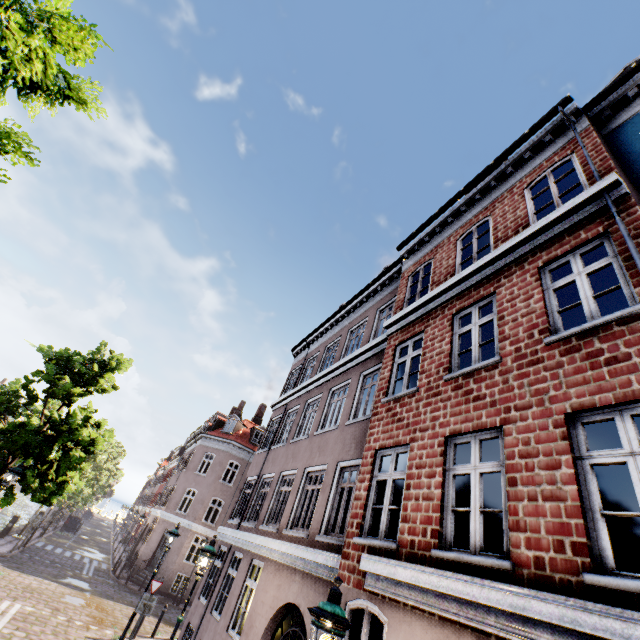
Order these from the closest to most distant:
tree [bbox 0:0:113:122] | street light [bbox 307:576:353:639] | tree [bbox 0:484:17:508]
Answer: tree [bbox 0:0:113:122], street light [bbox 307:576:353:639], tree [bbox 0:484:17:508]

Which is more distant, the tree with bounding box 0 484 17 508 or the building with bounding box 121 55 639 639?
the tree with bounding box 0 484 17 508

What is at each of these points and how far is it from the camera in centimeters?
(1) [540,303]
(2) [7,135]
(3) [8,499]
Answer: (1) building, 552cm
(2) tree, 286cm
(3) tree, 1160cm

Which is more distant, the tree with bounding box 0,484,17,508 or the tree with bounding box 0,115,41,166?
the tree with bounding box 0,484,17,508

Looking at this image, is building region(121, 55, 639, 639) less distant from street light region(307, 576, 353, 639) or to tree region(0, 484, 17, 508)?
street light region(307, 576, 353, 639)

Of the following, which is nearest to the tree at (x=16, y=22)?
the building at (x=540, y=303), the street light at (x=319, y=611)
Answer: the street light at (x=319, y=611)

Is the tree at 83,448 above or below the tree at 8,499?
above
